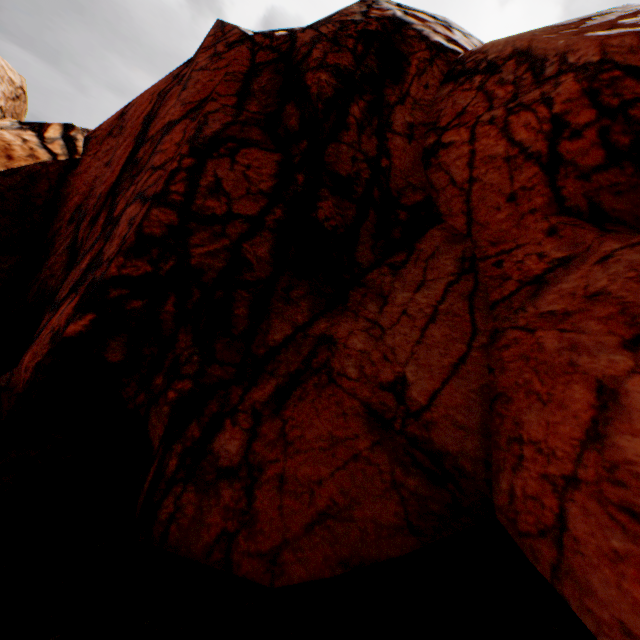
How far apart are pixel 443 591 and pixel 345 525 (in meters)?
1.02
